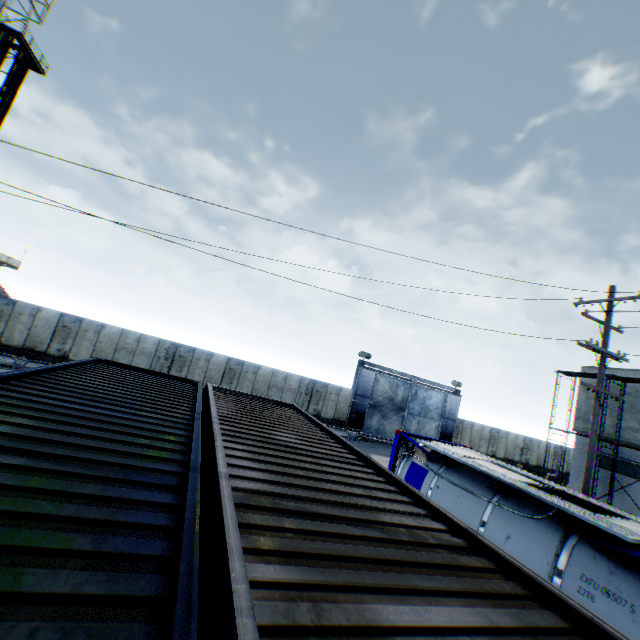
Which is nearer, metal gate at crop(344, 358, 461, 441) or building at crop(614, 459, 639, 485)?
building at crop(614, 459, 639, 485)

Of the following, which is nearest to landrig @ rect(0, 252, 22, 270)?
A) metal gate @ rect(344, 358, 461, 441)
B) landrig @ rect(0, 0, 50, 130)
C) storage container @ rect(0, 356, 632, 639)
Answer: landrig @ rect(0, 0, 50, 130)

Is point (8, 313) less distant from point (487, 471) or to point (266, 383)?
point (266, 383)

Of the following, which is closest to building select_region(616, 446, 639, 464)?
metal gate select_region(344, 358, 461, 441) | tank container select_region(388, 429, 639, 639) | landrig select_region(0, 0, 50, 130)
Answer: metal gate select_region(344, 358, 461, 441)

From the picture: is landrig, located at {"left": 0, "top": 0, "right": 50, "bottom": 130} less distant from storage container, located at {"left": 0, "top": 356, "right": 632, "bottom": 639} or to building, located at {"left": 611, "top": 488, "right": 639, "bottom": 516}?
storage container, located at {"left": 0, "top": 356, "right": 632, "bottom": 639}

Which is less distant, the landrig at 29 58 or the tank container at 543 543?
the tank container at 543 543

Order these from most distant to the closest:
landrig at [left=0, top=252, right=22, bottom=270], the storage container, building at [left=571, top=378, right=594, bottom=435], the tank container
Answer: landrig at [left=0, top=252, right=22, bottom=270] < building at [left=571, top=378, right=594, bottom=435] < the tank container < the storage container

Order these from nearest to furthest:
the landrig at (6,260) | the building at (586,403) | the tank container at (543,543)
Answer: the tank container at (543,543) < the building at (586,403) < the landrig at (6,260)
